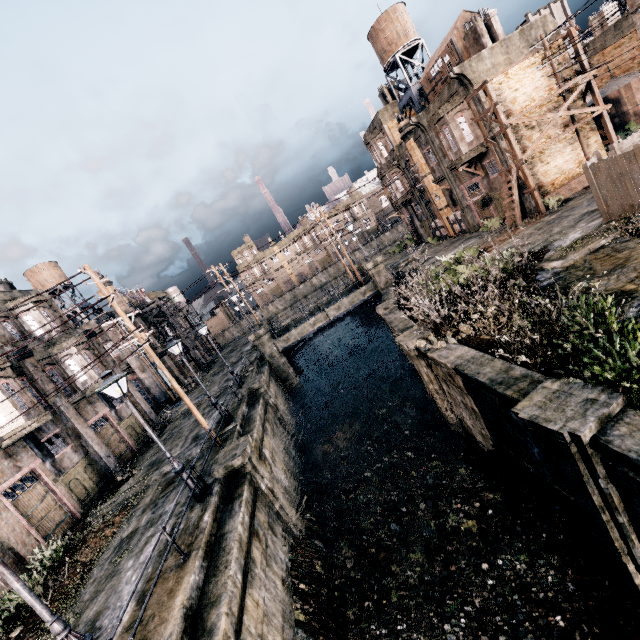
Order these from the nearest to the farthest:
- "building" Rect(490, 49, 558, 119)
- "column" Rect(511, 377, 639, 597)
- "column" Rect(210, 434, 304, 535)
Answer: "column" Rect(511, 377, 639, 597), "column" Rect(210, 434, 304, 535), "building" Rect(490, 49, 558, 119)

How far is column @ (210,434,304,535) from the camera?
12.5m

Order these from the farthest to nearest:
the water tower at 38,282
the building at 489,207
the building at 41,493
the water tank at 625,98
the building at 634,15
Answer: the water tower at 38,282 → the water tank at 625,98 → the building at 489,207 → the building at 41,493 → the building at 634,15

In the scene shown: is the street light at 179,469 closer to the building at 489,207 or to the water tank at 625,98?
the building at 489,207

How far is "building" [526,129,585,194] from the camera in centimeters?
2434cm

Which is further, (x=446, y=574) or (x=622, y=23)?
(x=622, y=23)

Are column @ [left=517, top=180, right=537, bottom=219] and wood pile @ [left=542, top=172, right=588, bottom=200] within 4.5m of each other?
yes

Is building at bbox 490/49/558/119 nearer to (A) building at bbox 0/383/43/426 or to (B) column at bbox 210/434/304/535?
(B) column at bbox 210/434/304/535
